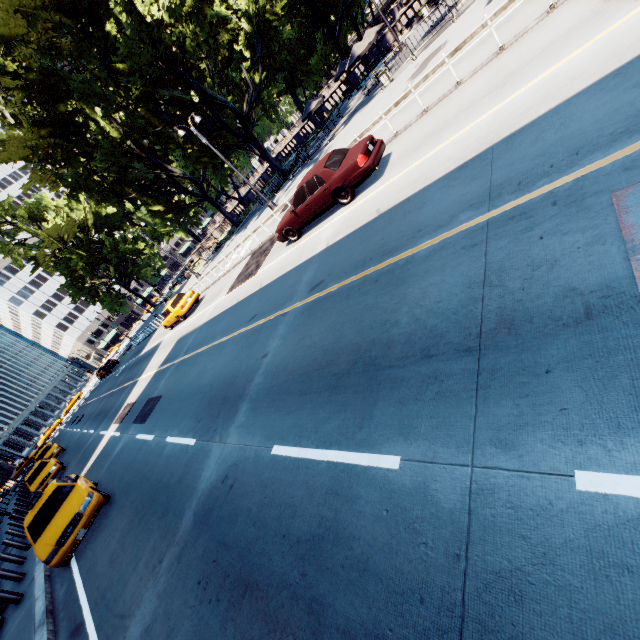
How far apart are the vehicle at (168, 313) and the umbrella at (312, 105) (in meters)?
17.00

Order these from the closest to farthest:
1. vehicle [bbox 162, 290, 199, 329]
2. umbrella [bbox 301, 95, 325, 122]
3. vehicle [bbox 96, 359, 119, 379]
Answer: vehicle [bbox 162, 290, 199, 329]
umbrella [bbox 301, 95, 325, 122]
vehicle [bbox 96, 359, 119, 379]

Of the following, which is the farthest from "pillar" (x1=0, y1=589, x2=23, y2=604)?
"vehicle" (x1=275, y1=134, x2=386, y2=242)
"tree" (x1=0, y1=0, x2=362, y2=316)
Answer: "tree" (x1=0, y1=0, x2=362, y2=316)

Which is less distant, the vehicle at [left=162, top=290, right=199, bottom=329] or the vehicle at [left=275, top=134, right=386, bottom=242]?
the vehicle at [left=275, top=134, right=386, bottom=242]

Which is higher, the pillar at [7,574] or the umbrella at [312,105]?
the umbrella at [312,105]

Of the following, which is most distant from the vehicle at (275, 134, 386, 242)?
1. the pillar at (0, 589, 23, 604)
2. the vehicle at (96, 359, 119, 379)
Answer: the vehicle at (96, 359, 119, 379)

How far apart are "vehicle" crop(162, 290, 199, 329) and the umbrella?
17.0 meters

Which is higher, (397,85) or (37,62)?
(37,62)
